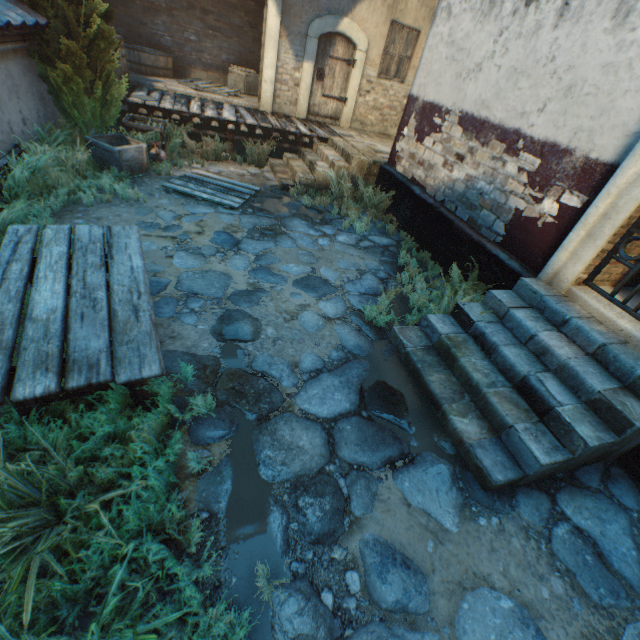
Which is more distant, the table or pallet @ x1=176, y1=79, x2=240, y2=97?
pallet @ x1=176, y1=79, x2=240, y2=97

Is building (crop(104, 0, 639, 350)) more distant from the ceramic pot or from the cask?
the cask

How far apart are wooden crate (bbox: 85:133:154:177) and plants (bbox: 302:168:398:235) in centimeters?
357cm

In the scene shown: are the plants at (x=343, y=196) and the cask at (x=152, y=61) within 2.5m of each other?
no

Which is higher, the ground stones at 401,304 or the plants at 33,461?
the plants at 33,461

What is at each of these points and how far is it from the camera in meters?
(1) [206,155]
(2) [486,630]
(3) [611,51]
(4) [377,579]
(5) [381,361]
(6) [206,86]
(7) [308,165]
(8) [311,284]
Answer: (1) plants, 8.0
(2) ground stones, 2.1
(3) building, 3.5
(4) ground stones, 2.2
(5) ground stones, 3.8
(6) pallet, 9.5
(7) stairs, 8.1
(8) ground stones, 4.8

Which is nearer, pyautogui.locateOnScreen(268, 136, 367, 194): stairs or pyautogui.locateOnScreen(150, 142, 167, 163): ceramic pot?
pyautogui.locateOnScreen(150, 142, 167, 163): ceramic pot

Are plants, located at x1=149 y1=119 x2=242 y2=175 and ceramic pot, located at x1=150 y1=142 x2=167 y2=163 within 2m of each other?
yes
